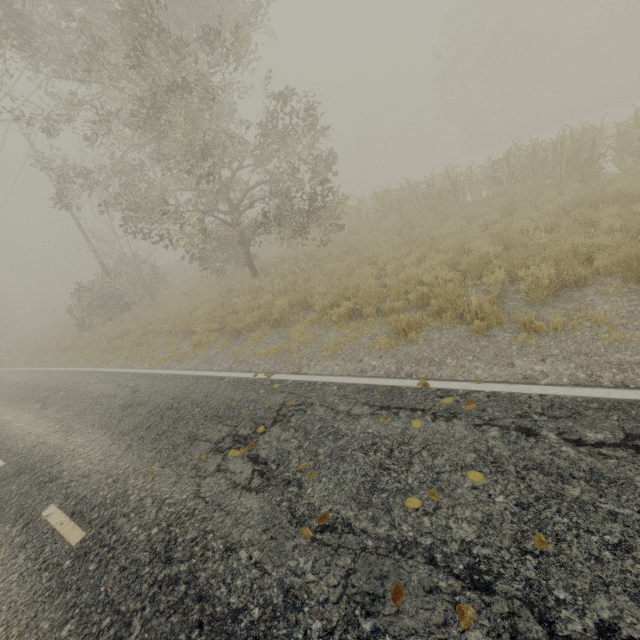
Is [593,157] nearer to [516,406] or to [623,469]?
[516,406]

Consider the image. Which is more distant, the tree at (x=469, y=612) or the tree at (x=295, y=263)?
the tree at (x=295, y=263)

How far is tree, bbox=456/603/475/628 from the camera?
2.2 meters

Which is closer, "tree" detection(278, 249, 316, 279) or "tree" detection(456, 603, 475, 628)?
"tree" detection(456, 603, 475, 628)

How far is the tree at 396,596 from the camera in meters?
2.4 m
